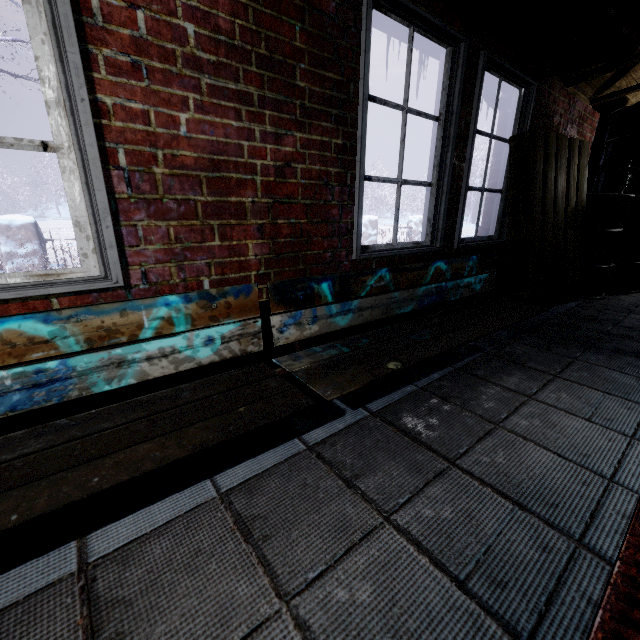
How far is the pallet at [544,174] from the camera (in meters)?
2.63

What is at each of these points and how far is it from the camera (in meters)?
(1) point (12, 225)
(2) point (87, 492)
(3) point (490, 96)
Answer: (1) fence, 4.21
(2) bench, 0.75
(3) pipe, 3.03

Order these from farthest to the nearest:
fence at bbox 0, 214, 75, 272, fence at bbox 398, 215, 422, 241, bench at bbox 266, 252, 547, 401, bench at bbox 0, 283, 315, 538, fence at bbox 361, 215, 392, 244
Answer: fence at bbox 398, 215, 422, 241 → fence at bbox 361, 215, 392, 244 → fence at bbox 0, 214, 75, 272 → bench at bbox 266, 252, 547, 401 → bench at bbox 0, 283, 315, 538

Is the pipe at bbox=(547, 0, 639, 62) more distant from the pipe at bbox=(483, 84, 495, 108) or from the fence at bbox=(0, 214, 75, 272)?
the fence at bbox=(0, 214, 75, 272)

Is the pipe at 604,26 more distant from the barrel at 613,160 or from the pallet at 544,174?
the barrel at 613,160

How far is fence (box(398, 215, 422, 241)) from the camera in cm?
1006

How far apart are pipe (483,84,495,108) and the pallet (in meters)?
0.21

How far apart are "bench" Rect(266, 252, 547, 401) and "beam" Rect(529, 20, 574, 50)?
1.51m
